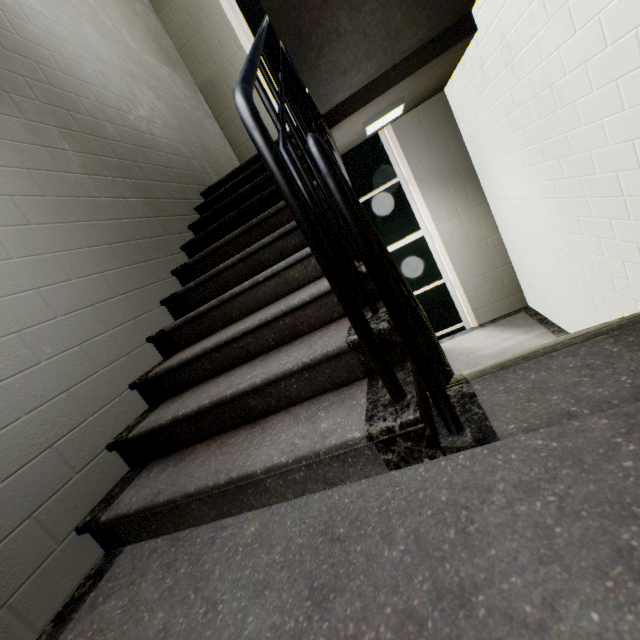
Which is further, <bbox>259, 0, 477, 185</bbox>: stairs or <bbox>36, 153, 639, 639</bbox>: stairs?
<bbox>259, 0, 477, 185</bbox>: stairs

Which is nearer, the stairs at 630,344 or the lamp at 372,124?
the stairs at 630,344

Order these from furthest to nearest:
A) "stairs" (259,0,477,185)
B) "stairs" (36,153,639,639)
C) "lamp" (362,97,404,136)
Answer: "lamp" (362,97,404,136) < "stairs" (259,0,477,185) < "stairs" (36,153,639,639)

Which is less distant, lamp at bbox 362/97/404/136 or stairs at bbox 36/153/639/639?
stairs at bbox 36/153/639/639

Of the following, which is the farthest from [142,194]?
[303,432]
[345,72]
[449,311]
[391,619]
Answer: [449,311]

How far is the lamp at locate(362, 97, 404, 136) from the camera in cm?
362
